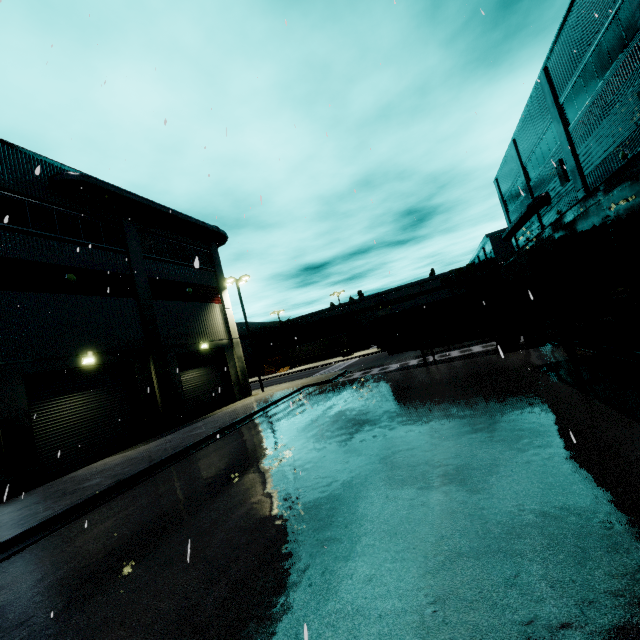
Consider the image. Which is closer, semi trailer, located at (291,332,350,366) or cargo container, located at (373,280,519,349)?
cargo container, located at (373,280,519,349)

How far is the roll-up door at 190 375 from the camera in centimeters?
2097cm

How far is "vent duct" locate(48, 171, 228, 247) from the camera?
16.02m

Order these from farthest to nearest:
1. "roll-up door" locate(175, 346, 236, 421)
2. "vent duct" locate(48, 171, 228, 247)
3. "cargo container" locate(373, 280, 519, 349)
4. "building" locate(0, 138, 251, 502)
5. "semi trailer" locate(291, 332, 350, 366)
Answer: "semi trailer" locate(291, 332, 350, 366) → "roll-up door" locate(175, 346, 236, 421) → "cargo container" locate(373, 280, 519, 349) → "vent duct" locate(48, 171, 228, 247) → "building" locate(0, 138, 251, 502)

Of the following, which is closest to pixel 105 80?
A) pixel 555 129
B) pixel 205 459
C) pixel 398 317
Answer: pixel 205 459

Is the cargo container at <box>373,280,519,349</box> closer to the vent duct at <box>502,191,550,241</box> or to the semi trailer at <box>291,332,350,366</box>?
the semi trailer at <box>291,332,350,366</box>

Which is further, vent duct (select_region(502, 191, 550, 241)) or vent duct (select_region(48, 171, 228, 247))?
vent duct (select_region(502, 191, 550, 241))

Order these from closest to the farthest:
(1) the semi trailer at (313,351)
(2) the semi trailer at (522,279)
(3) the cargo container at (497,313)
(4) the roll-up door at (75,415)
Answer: (2) the semi trailer at (522,279) < (4) the roll-up door at (75,415) < (3) the cargo container at (497,313) < (1) the semi trailer at (313,351)
